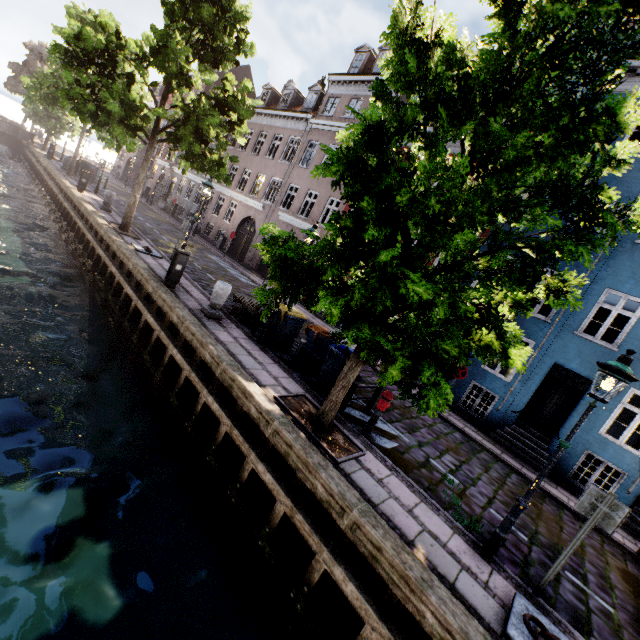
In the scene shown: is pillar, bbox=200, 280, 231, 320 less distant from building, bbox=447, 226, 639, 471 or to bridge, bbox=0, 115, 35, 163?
building, bbox=447, 226, 639, 471

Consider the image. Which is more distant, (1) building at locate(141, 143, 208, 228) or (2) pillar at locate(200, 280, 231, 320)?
(1) building at locate(141, 143, 208, 228)

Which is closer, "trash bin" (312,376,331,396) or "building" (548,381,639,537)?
"trash bin" (312,376,331,396)

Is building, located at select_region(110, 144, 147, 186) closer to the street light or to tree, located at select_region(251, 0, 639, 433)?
tree, located at select_region(251, 0, 639, 433)

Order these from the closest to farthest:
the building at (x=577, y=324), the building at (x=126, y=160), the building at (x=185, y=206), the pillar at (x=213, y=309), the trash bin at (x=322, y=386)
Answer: the trash bin at (x=322, y=386), the pillar at (x=213, y=309), the building at (x=577, y=324), the building at (x=185, y=206), the building at (x=126, y=160)

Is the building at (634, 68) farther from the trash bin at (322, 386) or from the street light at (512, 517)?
the street light at (512, 517)

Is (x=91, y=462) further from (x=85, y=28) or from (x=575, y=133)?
(x=85, y=28)

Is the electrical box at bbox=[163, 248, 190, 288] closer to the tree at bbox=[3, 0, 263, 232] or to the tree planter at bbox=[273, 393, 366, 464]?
the tree at bbox=[3, 0, 263, 232]
